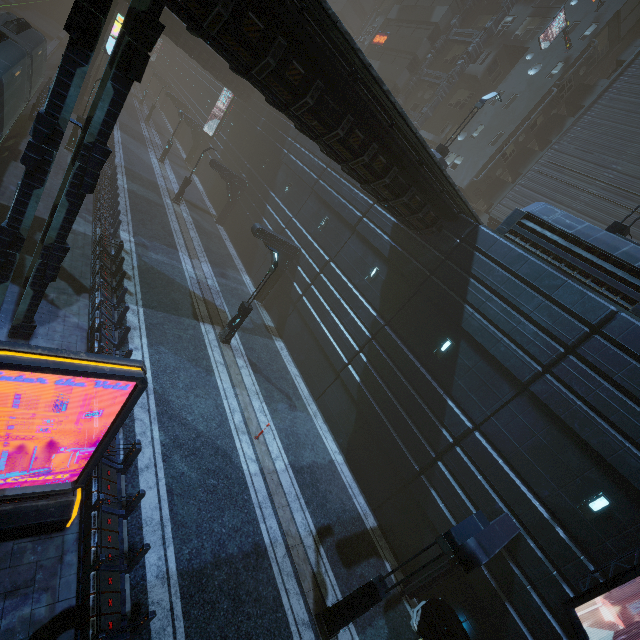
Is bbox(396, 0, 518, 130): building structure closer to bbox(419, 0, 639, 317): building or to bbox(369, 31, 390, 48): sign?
bbox(419, 0, 639, 317): building

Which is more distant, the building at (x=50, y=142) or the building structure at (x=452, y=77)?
the building structure at (x=452, y=77)

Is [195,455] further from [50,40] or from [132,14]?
[50,40]

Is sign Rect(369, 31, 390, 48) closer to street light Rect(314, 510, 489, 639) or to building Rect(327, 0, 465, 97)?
building Rect(327, 0, 465, 97)

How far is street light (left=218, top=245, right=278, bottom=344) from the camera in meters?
15.1

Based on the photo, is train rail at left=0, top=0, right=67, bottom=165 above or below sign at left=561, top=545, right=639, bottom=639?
below

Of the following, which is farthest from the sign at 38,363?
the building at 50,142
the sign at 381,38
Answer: the sign at 381,38

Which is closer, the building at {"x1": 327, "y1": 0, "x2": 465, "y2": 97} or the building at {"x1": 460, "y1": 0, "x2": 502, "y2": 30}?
the building at {"x1": 460, "y1": 0, "x2": 502, "y2": 30}
